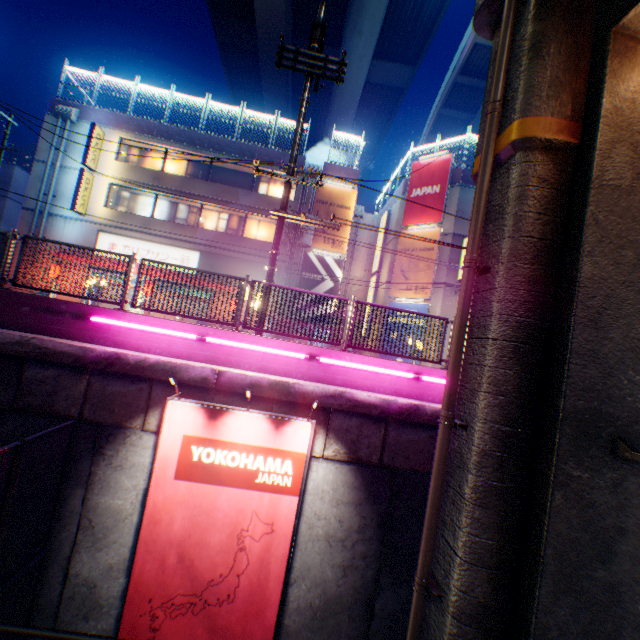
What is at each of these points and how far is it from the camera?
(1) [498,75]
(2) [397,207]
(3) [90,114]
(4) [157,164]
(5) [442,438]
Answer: (1) pipe, 5.44m
(2) building, 21.58m
(3) concrete block, 19.69m
(4) window glass, 20.92m
(5) pipe, 5.02m

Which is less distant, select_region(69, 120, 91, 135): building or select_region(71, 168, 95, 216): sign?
select_region(71, 168, 95, 216): sign

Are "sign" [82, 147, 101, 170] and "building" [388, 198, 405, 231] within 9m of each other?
no

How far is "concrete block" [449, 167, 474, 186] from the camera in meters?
19.0

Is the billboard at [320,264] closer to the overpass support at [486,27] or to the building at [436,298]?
the building at [436,298]

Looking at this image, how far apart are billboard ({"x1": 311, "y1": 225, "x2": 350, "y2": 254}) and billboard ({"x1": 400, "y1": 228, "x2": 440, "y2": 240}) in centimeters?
311cm

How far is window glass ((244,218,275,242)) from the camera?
21.28m

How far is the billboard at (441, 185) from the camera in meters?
19.3 m
